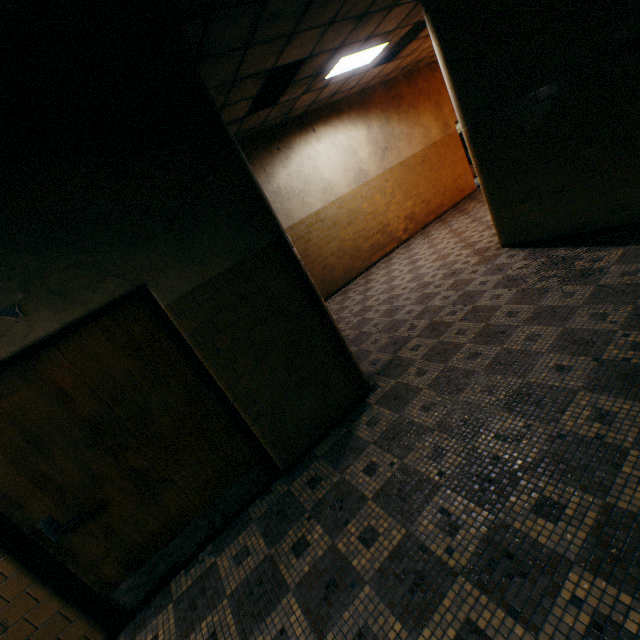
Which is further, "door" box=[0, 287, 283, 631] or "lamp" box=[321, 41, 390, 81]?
"lamp" box=[321, 41, 390, 81]

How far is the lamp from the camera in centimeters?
573cm

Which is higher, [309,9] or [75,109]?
[309,9]

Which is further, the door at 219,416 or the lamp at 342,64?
the lamp at 342,64

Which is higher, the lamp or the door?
the lamp

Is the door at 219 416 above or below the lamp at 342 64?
below
